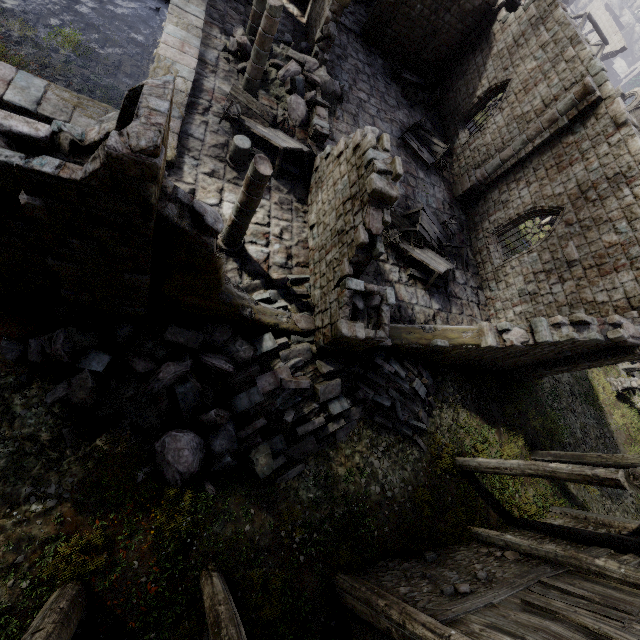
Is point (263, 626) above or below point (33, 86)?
above

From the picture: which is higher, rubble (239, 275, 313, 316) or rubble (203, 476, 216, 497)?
rubble (203, 476, 216, 497)

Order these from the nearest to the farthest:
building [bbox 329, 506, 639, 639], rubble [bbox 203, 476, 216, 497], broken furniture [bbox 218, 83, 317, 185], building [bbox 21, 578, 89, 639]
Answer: building [bbox 21, 578, 89, 639] < building [bbox 329, 506, 639, 639] < rubble [bbox 203, 476, 216, 497] < broken furniture [bbox 218, 83, 317, 185]

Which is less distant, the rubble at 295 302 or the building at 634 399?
the rubble at 295 302

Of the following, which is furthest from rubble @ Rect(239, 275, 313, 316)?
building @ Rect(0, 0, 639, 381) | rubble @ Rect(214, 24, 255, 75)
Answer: rubble @ Rect(214, 24, 255, 75)

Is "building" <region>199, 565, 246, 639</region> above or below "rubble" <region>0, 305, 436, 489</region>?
above

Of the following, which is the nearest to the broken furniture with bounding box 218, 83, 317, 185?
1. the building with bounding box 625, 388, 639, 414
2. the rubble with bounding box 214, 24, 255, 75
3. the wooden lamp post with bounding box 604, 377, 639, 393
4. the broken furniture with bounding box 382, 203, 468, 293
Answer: the rubble with bounding box 214, 24, 255, 75

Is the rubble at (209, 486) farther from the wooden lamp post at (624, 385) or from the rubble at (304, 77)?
the wooden lamp post at (624, 385)
